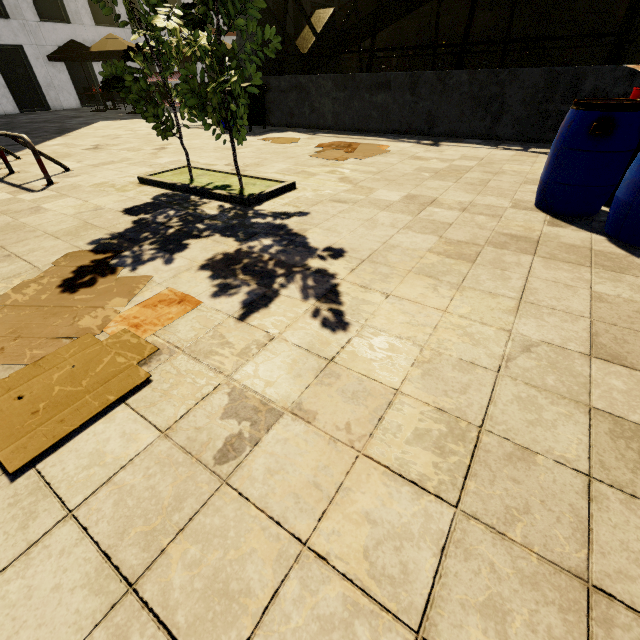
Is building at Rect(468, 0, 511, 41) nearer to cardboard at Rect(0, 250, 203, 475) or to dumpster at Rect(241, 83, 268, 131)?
cardboard at Rect(0, 250, 203, 475)

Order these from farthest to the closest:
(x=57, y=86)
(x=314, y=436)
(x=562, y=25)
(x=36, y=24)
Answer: (x=562, y=25)
(x=57, y=86)
(x=36, y=24)
(x=314, y=436)

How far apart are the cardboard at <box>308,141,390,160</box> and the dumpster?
3.20m

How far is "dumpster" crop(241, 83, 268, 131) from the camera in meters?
9.1 m

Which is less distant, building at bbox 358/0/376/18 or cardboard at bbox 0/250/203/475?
cardboard at bbox 0/250/203/475

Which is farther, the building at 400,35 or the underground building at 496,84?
the building at 400,35

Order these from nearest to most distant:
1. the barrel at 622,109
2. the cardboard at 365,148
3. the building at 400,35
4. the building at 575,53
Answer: the barrel at 622,109
the cardboard at 365,148
the building at 575,53
the building at 400,35

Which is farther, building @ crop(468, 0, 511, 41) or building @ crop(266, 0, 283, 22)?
building @ crop(468, 0, 511, 41)
